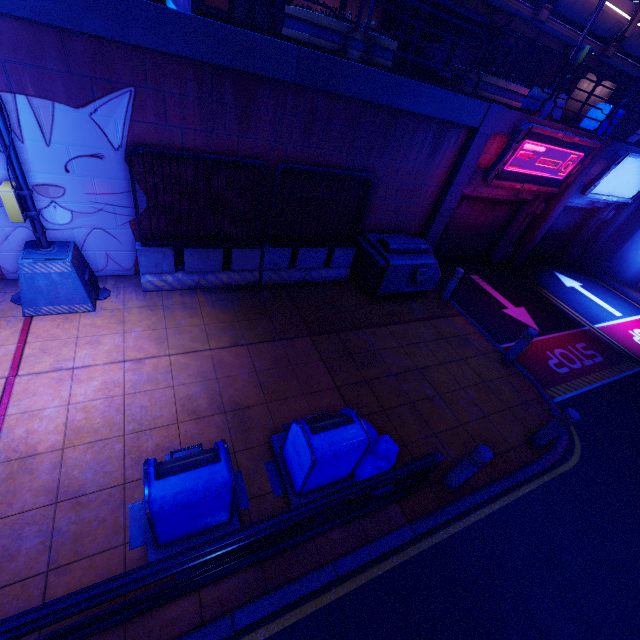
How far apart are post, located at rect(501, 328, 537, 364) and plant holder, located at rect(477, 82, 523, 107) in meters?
5.6 m

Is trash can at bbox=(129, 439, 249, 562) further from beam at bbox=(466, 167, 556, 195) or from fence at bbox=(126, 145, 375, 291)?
beam at bbox=(466, 167, 556, 195)

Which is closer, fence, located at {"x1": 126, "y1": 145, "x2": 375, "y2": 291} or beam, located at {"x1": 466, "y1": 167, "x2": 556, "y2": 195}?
fence, located at {"x1": 126, "y1": 145, "x2": 375, "y2": 291}

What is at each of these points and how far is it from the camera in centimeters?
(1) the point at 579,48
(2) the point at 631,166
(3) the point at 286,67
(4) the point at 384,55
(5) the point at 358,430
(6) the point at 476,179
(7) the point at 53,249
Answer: (1) street light, 882cm
(2) sign, 1098cm
(3) beam, 546cm
(4) plant holder, 643cm
(5) trash can, 415cm
(6) beam, 920cm
(7) street light, 556cm

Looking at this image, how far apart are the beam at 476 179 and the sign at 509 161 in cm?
14

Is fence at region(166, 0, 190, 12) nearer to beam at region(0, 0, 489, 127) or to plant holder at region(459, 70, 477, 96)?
beam at region(0, 0, 489, 127)

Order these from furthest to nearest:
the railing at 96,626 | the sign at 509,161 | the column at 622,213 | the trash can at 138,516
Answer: the column at 622,213, the sign at 509,161, the trash can at 138,516, the railing at 96,626

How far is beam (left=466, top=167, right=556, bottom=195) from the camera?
9.0 meters
